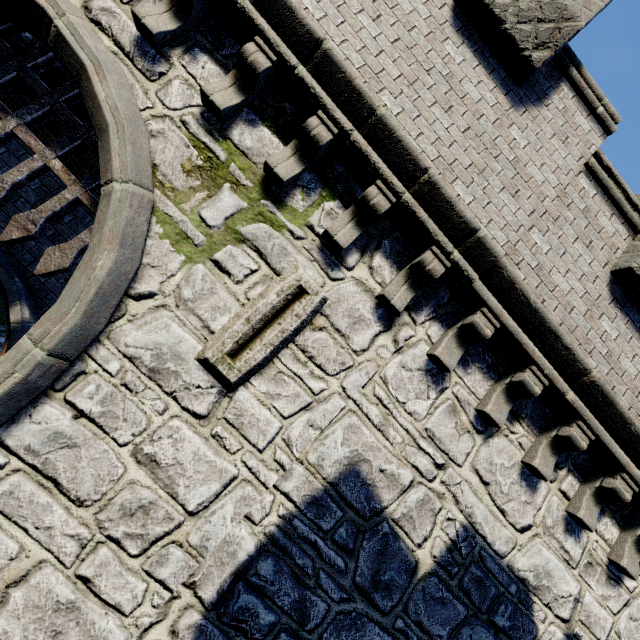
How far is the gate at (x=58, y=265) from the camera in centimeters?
365cm

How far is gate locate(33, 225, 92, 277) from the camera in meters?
3.7

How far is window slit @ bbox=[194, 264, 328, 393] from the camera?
3.4 meters

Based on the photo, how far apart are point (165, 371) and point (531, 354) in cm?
429

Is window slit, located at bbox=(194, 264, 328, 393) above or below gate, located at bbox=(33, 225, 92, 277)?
above

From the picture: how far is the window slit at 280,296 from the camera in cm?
335
